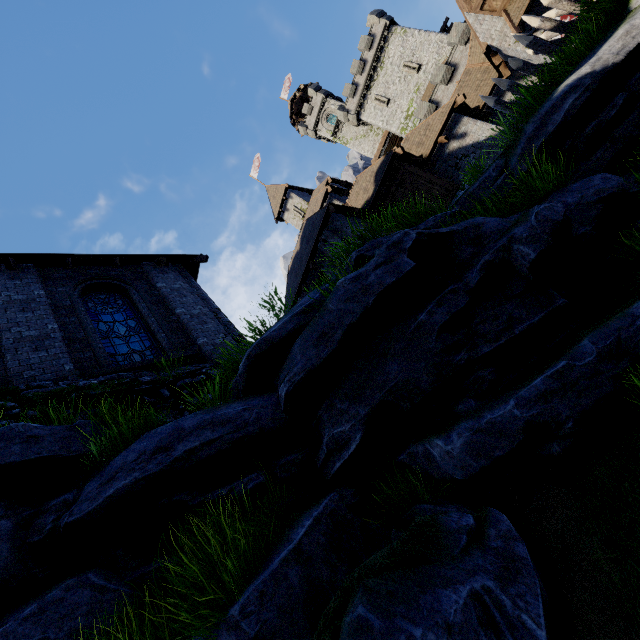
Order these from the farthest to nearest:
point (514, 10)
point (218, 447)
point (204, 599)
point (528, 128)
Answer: point (514, 10) < point (528, 128) < point (218, 447) < point (204, 599)

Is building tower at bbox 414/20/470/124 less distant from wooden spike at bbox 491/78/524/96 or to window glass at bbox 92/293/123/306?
wooden spike at bbox 491/78/524/96

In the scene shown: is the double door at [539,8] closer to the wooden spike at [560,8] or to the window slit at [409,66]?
the wooden spike at [560,8]

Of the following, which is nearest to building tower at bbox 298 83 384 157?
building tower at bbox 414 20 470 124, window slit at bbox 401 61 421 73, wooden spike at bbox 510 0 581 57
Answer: window slit at bbox 401 61 421 73

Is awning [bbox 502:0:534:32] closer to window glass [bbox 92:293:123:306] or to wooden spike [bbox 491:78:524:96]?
wooden spike [bbox 491:78:524:96]

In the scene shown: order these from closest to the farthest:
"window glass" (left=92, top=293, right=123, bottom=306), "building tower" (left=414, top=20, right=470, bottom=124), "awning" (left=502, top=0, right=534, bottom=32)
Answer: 1. "window glass" (left=92, top=293, right=123, bottom=306)
2. "awning" (left=502, top=0, right=534, bottom=32)
3. "building tower" (left=414, top=20, right=470, bottom=124)

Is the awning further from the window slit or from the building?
the window slit

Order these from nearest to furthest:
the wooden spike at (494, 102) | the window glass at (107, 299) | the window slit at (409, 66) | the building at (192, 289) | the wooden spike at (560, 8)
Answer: the building at (192, 289) → the wooden spike at (560, 8) → the wooden spike at (494, 102) → the window glass at (107, 299) → the window slit at (409, 66)
